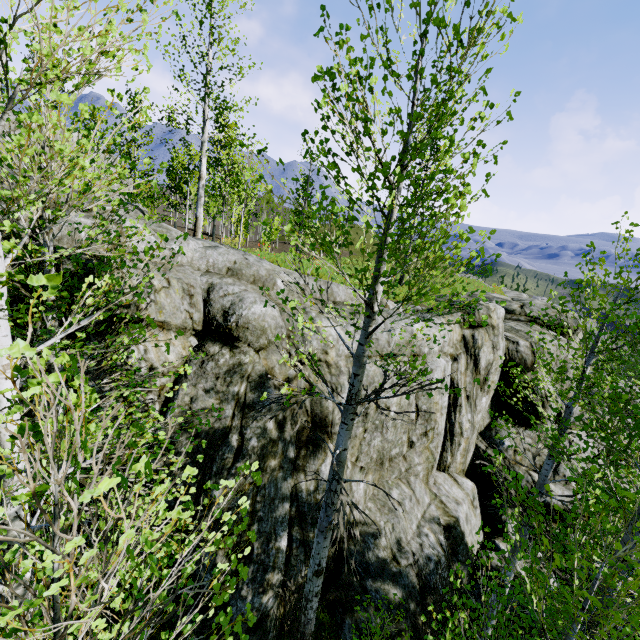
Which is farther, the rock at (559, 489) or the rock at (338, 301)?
the rock at (559, 489)

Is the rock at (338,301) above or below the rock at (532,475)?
above

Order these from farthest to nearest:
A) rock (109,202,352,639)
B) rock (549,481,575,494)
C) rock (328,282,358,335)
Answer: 1. rock (549,481,575,494)
2. rock (328,282,358,335)
3. rock (109,202,352,639)

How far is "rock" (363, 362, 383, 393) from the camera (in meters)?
7.67

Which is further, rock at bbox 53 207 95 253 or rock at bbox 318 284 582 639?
rock at bbox 318 284 582 639

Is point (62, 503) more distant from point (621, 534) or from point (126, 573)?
point (621, 534)
